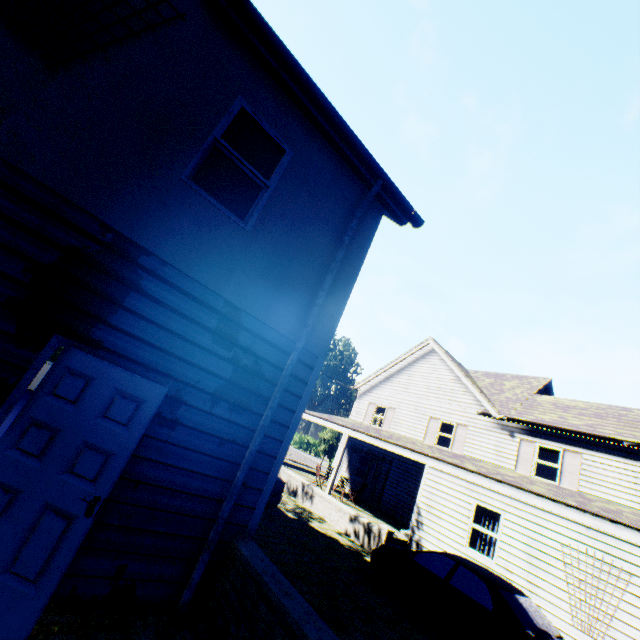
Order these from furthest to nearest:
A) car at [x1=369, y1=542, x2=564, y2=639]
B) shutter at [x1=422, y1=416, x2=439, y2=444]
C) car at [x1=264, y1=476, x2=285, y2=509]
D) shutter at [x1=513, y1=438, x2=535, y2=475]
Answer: shutter at [x1=422, y1=416, x2=439, y2=444] → shutter at [x1=513, y1=438, x2=535, y2=475] → car at [x1=264, y1=476, x2=285, y2=509] → car at [x1=369, y1=542, x2=564, y2=639]

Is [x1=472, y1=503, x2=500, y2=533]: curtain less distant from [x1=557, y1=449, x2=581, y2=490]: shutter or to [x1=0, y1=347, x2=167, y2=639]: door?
[x1=557, y1=449, x2=581, y2=490]: shutter

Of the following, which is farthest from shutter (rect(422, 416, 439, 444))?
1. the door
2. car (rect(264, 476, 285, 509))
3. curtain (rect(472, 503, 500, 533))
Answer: the door

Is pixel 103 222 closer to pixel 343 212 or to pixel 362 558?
pixel 343 212

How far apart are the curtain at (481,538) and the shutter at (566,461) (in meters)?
5.45

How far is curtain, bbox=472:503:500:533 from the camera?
10.8 meters

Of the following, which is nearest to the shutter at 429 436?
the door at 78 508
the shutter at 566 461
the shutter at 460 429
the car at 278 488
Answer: the shutter at 460 429

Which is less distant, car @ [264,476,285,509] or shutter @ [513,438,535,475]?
car @ [264,476,285,509]
